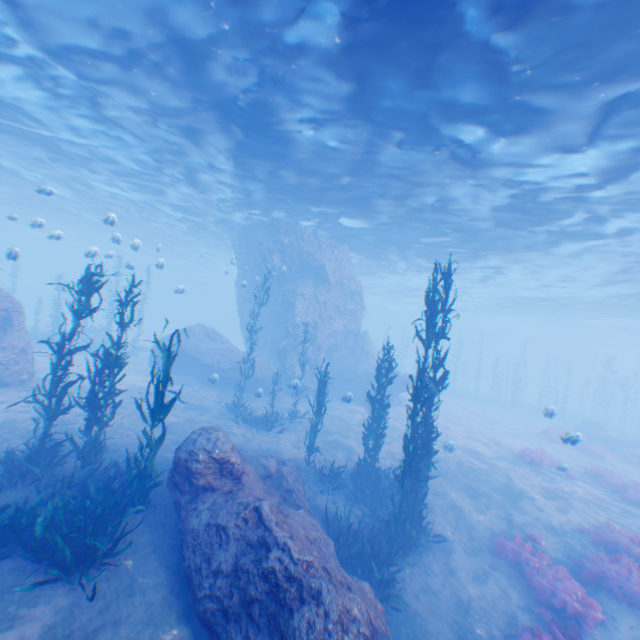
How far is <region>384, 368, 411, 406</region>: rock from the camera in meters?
25.0

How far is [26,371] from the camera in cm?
1495

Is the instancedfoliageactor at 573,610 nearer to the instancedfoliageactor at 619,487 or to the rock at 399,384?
the rock at 399,384

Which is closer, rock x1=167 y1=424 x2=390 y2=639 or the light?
rock x1=167 y1=424 x2=390 y2=639

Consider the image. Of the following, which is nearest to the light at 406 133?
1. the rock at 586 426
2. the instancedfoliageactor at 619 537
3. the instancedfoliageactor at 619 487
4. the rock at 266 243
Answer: the rock at 266 243

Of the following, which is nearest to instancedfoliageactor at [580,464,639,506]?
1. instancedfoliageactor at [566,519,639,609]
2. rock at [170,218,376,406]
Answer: rock at [170,218,376,406]

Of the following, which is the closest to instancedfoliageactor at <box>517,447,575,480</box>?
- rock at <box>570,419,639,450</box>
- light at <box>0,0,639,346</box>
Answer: rock at <box>570,419,639,450</box>

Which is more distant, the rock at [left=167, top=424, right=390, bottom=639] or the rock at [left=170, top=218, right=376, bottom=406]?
the rock at [left=170, top=218, right=376, bottom=406]
